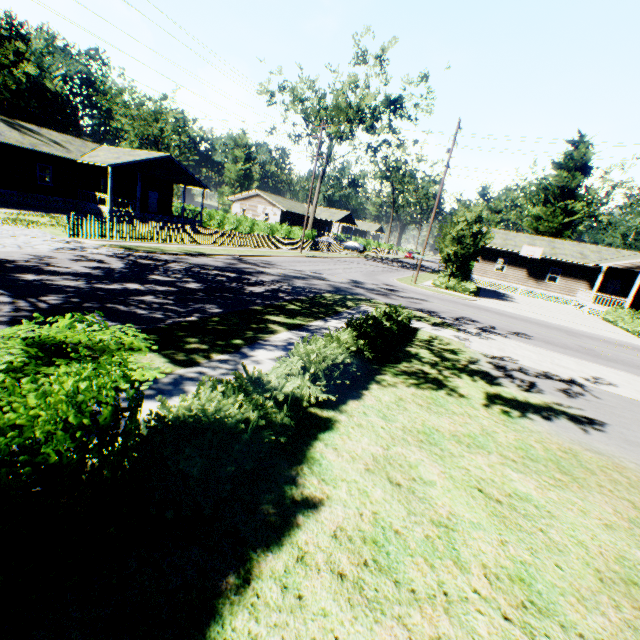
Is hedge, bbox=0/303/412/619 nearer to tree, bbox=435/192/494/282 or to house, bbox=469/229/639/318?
tree, bbox=435/192/494/282

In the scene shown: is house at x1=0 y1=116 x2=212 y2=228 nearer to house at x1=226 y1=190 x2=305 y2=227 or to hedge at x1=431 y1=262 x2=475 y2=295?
house at x1=226 y1=190 x2=305 y2=227

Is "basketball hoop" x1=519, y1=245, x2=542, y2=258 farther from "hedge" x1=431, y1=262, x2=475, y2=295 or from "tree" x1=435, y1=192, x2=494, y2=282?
"tree" x1=435, y1=192, x2=494, y2=282

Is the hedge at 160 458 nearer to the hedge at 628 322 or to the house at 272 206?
the hedge at 628 322

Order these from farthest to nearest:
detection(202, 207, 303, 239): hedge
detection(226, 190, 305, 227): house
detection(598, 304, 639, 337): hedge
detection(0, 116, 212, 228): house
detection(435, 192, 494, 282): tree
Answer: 1. detection(226, 190, 305, 227): house
2. detection(202, 207, 303, 239): hedge
3. detection(0, 116, 212, 228): house
4. detection(435, 192, 494, 282): tree
5. detection(598, 304, 639, 337): hedge

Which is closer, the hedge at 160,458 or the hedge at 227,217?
the hedge at 160,458

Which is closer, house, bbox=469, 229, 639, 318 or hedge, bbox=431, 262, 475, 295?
hedge, bbox=431, 262, 475, 295

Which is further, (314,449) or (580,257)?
(580,257)
